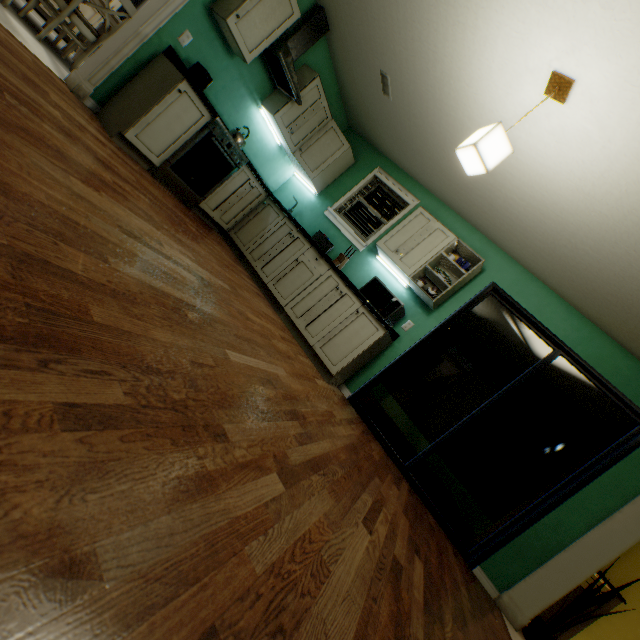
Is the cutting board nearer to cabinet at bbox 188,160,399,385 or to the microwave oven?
cabinet at bbox 188,160,399,385

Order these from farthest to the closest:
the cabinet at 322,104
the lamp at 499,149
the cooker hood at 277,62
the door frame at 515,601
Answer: the cabinet at 322,104 < the cooker hood at 277,62 < the door frame at 515,601 < the lamp at 499,149

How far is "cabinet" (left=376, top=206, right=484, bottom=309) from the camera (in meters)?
3.59

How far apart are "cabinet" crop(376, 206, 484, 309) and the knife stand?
0.3m

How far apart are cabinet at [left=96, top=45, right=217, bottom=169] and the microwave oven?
2.3 meters

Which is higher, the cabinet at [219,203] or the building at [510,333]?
the building at [510,333]

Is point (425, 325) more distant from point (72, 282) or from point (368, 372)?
point (72, 282)

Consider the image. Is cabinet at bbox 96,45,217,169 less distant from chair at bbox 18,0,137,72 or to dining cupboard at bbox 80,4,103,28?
chair at bbox 18,0,137,72
